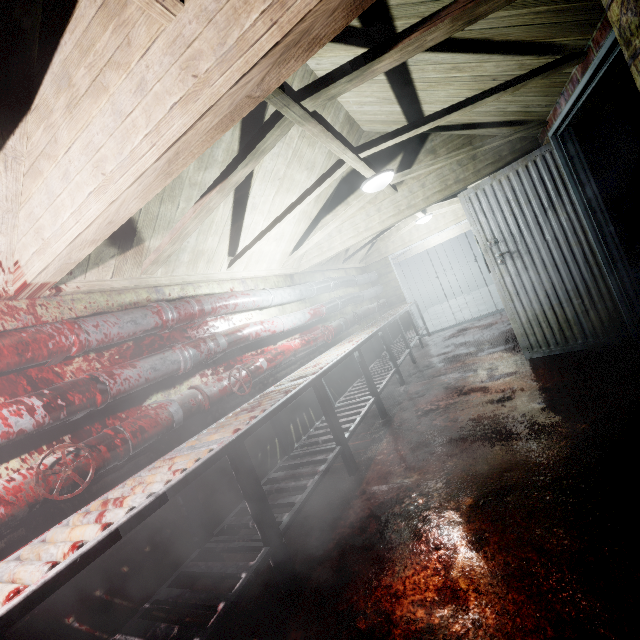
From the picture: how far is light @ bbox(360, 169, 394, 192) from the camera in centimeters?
293cm

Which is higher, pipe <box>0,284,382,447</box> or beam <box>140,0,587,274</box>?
beam <box>140,0,587,274</box>

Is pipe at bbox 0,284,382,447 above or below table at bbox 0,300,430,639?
above

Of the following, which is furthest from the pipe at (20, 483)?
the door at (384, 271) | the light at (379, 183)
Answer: the light at (379, 183)

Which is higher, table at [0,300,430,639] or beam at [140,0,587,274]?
beam at [140,0,587,274]

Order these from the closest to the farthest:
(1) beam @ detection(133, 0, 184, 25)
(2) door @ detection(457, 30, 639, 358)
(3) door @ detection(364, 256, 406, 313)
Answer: (1) beam @ detection(133, 0, 184, 25) < (2) door @ detection(457, 30, 639, 358) < (3) door @ detection(364, 256, 406, 313)

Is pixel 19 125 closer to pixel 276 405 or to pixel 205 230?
pixel 205 230

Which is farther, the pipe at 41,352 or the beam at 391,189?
the beam at 391,189
